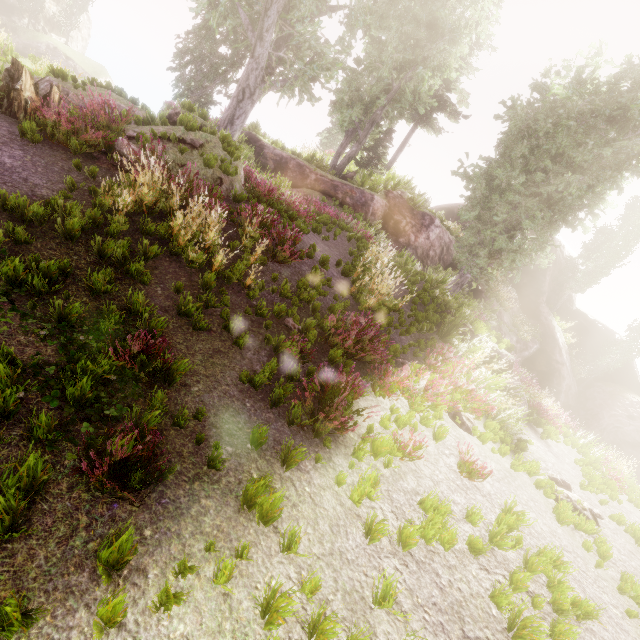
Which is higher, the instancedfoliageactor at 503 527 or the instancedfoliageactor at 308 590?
the instancedfoliageactor at 503 527

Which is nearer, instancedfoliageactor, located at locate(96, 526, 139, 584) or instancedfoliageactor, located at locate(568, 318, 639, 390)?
instancedfoliageactor, located at locate(96, 526, 139, 584)

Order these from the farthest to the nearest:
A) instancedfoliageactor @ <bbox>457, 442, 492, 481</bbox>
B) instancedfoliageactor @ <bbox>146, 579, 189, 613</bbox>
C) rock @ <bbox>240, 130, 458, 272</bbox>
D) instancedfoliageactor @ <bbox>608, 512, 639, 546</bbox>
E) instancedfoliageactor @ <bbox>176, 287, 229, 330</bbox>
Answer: rock @ <bbox>240, 130, 458, 272</bbox> < instancedfoliageactor @ <bbox>608, 512, 639, 546</bbox> < instancedfoliageactor @ <bbox>457, 442, 492, 481</bbox> < instancedfoliageactor @ <bbox>176, 287, 229, 330</bbox> < instancedfoliageactor @ <bbox>146, 579, 189, 613</bbox>

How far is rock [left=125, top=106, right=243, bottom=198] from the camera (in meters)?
8.45

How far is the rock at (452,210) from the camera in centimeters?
3216cm

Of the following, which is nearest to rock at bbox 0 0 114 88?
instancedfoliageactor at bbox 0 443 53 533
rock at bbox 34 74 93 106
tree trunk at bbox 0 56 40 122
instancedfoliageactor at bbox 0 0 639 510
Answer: instancedfoliageactor at bbox 0 0 639 510

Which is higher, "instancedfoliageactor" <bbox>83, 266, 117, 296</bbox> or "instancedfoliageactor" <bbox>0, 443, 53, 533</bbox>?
"instancedfoliageactor" <bbox>83, 266, 117, 296</bbox>

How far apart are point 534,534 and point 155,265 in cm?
835
